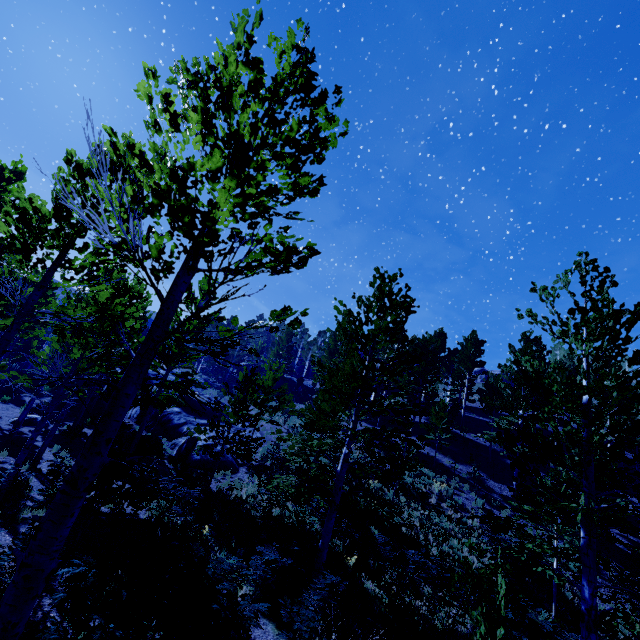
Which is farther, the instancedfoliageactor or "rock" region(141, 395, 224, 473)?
"rock" region(141, 395, 224, 473)

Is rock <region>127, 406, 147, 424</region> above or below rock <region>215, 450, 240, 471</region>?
above

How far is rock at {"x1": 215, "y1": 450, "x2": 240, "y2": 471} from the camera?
17.58m

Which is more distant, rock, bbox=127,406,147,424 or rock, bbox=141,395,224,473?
rock, bbox=127,406,147,424

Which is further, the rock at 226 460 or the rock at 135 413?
the rock at 135 413

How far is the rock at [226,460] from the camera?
17.6m

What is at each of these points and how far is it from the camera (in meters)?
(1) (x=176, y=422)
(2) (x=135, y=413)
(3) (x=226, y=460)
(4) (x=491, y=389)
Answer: (1) rock, 22.39
(2) rock, 25.20
(3) rock, 18.06
(4) instancedfoliageactor, 26.11
